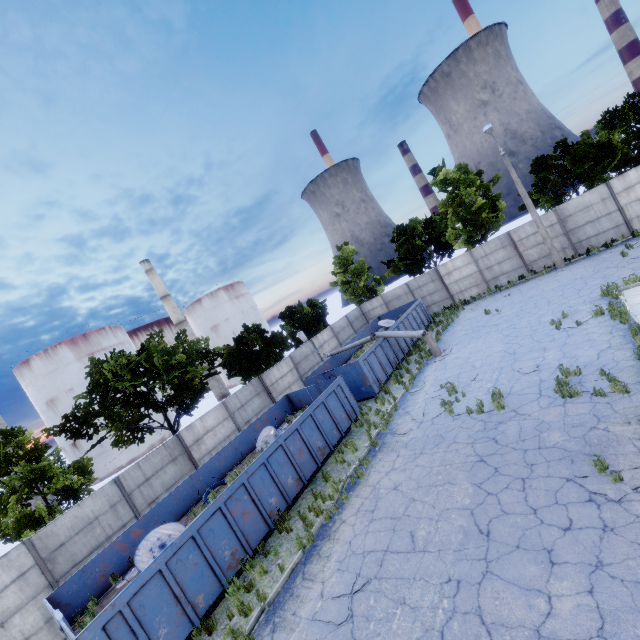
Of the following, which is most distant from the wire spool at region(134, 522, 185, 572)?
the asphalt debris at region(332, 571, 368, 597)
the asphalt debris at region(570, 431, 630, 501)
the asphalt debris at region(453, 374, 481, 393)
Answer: the asphalt debris at region(570, 431, 630, 501)

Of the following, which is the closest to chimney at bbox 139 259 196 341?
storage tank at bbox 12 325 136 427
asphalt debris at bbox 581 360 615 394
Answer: storage tank at bbox 12 325 136 427

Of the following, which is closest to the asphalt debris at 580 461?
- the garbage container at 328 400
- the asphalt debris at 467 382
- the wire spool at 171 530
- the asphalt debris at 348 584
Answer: the asphalt debris at 467 382

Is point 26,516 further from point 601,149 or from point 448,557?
point 601,149

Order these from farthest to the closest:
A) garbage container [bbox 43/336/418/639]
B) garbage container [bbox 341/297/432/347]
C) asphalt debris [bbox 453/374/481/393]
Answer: garbage container [bbox 341/297/432/347]
asphalt debris [bbox 453/374/481/393]
garbage container [bbox 43/336/418/639]

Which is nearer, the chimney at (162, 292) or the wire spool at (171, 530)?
the wire spool at (171, 530)

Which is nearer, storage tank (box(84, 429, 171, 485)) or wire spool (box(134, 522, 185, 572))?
wire spool (box(134, 522, 185, 572))

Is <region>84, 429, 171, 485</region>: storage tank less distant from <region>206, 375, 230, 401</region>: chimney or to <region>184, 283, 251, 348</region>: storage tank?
<region>206, 375, 230, 401</region>: chimney
